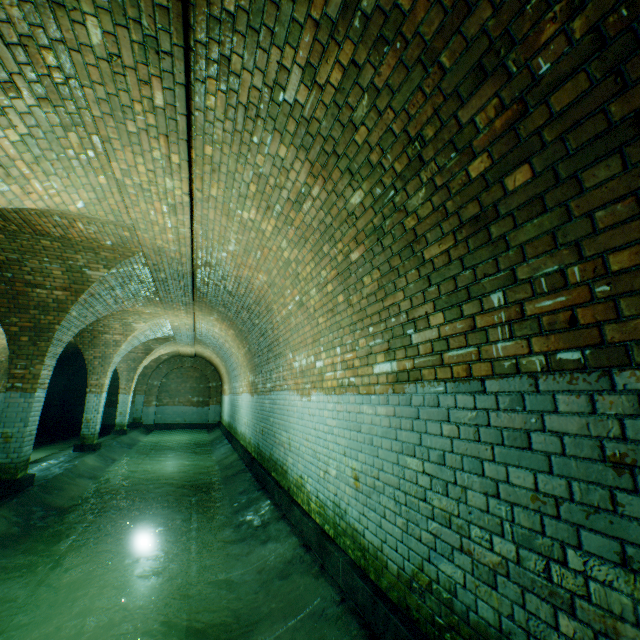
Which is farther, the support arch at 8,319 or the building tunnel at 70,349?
the building tunnel at 70,349

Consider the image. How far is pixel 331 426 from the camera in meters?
3.9 m

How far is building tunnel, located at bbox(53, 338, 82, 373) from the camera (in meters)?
16.19

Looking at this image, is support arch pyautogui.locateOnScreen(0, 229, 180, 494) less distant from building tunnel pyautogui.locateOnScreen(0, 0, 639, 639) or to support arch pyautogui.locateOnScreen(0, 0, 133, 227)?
building tunnel pyautogui.locateOnScreen(0, 0, 639, 639)

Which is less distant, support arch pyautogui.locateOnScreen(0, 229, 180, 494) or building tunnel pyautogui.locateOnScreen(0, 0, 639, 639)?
building tunnel pyautogui.locateOnScreen(0, 0, 639, 639)

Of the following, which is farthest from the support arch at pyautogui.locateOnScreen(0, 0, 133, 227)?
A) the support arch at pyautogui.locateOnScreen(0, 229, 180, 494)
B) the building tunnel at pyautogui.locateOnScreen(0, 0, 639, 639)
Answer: the support arch at pyautogui.locateOnScreen(0, 229, 180, 494)

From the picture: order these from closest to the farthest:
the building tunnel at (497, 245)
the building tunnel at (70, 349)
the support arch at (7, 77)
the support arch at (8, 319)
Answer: the building tunnel at (497, 245), the support arch at (7, 77), the support arch at (8, 319), the building tunnel at (70, 349)

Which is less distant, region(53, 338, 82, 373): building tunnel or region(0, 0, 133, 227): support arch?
region(0, 0, 133, 227): support arch
